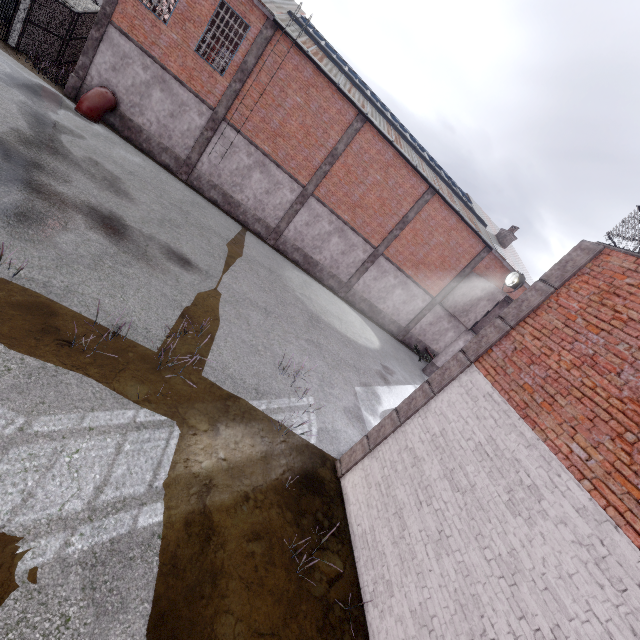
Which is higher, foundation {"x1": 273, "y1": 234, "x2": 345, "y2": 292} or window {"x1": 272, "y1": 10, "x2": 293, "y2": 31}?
window {"x1": 272, "y1": 10, "x2": 293, "y2": 31}

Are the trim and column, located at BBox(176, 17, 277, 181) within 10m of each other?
no

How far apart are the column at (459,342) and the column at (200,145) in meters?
18.7 m

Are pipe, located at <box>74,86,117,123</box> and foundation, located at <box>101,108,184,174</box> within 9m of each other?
yes

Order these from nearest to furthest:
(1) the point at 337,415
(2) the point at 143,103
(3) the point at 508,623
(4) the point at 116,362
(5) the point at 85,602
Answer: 1. (5) the point at 85,602
2. (3) the point at 508,623
3. (4) the point at 116,362
4. (1) the point at 337,415
5. (2) the point at 143,103

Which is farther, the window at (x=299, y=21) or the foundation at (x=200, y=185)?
the foundation at (x=200, y=185)

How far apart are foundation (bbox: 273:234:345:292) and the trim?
14.8m

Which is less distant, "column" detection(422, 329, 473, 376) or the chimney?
"column" detection(422, 329, 473, 376)
